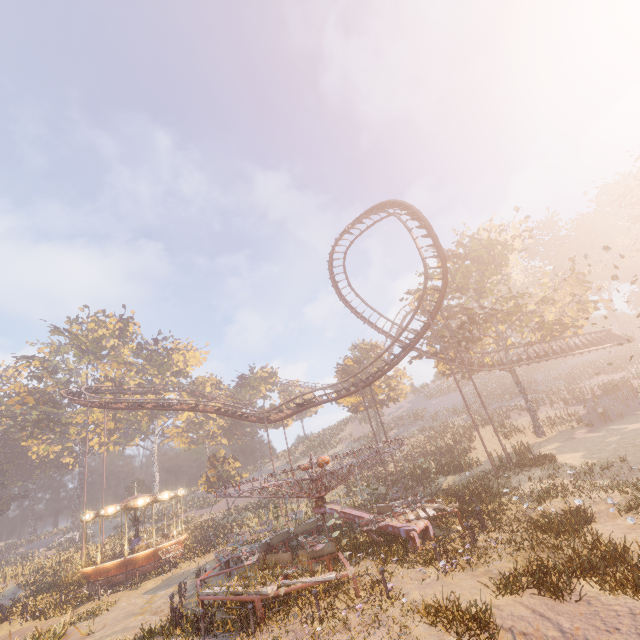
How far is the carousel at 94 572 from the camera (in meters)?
23.59

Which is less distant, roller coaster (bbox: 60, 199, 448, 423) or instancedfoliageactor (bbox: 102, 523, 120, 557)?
roller coaster (bbox: 60, 199, 448, 423)

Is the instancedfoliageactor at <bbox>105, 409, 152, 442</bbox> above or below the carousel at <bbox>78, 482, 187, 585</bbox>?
above

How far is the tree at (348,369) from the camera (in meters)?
46.62

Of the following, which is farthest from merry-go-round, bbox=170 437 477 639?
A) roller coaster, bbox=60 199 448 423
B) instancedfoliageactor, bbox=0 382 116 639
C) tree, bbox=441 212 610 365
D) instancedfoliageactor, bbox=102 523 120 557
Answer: instancedfoliageactor, bbox=102 523 120 557

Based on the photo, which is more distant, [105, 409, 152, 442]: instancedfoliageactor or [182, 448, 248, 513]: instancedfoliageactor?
[105, 409, 152, 442]: instancedfoliageactor

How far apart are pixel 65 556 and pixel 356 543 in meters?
36.4

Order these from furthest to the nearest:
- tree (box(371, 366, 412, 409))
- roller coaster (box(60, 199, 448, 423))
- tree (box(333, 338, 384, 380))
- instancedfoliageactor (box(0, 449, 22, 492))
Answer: instancedfoliageactor (box(0, 449, 22, 492)), tree (box(333, 338, 384, 380)), tree (box(371, 366, 412, 409)), roller coaster (box(60, 199, 448, 423))
